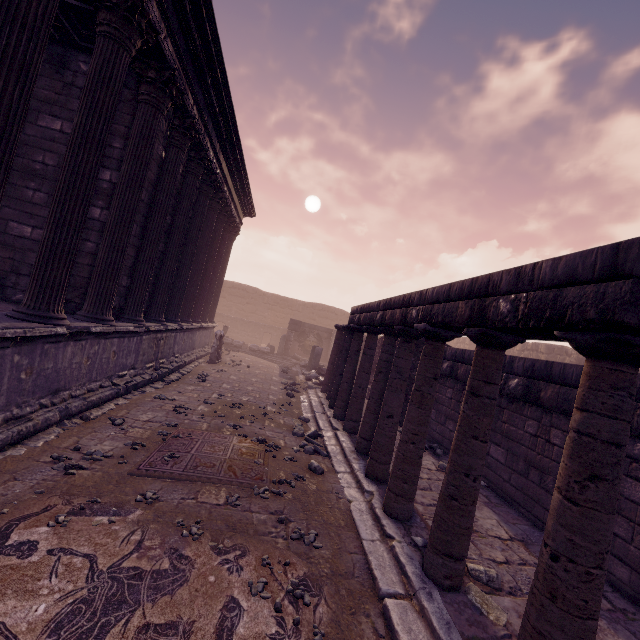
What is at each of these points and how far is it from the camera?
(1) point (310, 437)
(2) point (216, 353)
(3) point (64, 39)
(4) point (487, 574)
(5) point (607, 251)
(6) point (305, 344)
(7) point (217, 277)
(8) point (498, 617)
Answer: (1) rocks, 7.1m
(2) sculpture, 13.4m
(3) entablature, 6.0m
(4) rocks, 3.3m
(5) entablature, 2.0m
(6) relief sculpture, 22.6m
(7) building, 14.6m
(8) rocks, 2.9m

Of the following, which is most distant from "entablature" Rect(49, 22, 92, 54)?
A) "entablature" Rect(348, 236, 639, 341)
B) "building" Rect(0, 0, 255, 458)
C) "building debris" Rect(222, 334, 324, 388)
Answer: "building debris" Rect(222, 334, 324, 388)

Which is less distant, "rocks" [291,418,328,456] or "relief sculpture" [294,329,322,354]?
"rocks" [291,418,328,456]

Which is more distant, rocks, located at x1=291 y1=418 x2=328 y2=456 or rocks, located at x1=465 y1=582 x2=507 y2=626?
rocks, located at x1=291 y1=418 x2=328 y2=456

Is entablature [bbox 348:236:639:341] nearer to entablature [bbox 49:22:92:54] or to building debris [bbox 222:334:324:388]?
building debris [bbox 222:334:324:388]

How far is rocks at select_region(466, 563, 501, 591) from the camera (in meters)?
3.25

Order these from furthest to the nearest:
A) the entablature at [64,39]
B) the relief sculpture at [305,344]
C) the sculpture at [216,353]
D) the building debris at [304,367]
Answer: the relief sculpture at [305,344] < the building debris at [304,367] < the sculpture at [216,353] < the entablature at [64,39]

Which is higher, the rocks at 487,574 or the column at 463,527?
the column at 463,527
